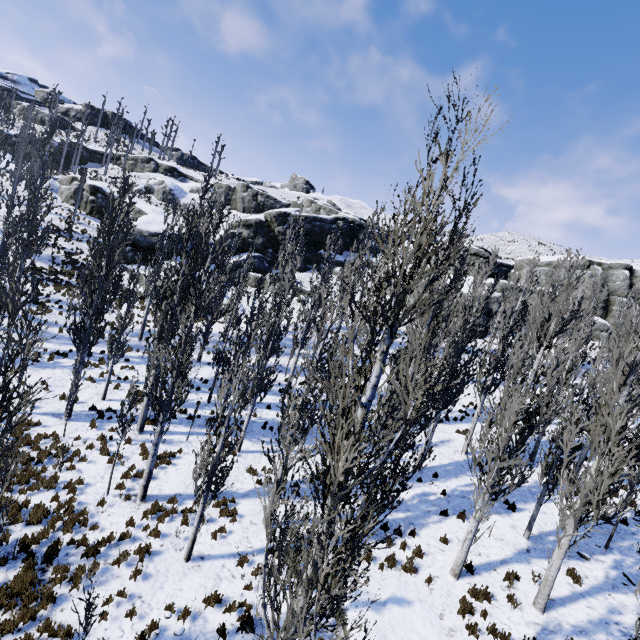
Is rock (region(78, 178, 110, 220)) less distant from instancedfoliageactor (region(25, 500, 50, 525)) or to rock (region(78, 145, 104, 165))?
instancedfoliageactor (region(25, 500, 50, 525))

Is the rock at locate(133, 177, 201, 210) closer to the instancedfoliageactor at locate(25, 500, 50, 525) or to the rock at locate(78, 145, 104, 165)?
the rock at locate(78, 145, 104, 165)

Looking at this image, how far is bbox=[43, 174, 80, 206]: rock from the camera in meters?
38.8 m

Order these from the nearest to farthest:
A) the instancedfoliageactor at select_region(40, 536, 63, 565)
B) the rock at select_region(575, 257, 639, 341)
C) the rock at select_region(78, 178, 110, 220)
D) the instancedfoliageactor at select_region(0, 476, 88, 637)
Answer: the instancedfoliageactor at select_region(0, 476, 88, 637)
the instancedfoliageactor at select_region(40, 536, 63, 565)
the rock at select_region(78, 178, 110, 220)
the rock at select_region(575, 257, 639, 341)

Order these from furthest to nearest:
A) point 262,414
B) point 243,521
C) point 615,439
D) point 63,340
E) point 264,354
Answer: point 63,340, point 262,414, point 264,354, point 243,521, point 615,439

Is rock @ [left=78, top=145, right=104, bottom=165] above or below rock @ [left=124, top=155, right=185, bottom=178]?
below

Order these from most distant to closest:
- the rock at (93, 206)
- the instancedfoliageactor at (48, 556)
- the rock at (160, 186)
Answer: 1. the rock at (160, 186)
2. the rock at (93, 206)
3. the instancedfoliageactor at (48, 556)

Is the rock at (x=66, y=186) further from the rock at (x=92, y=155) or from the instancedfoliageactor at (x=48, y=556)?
the rock at (x=92, y=155)
